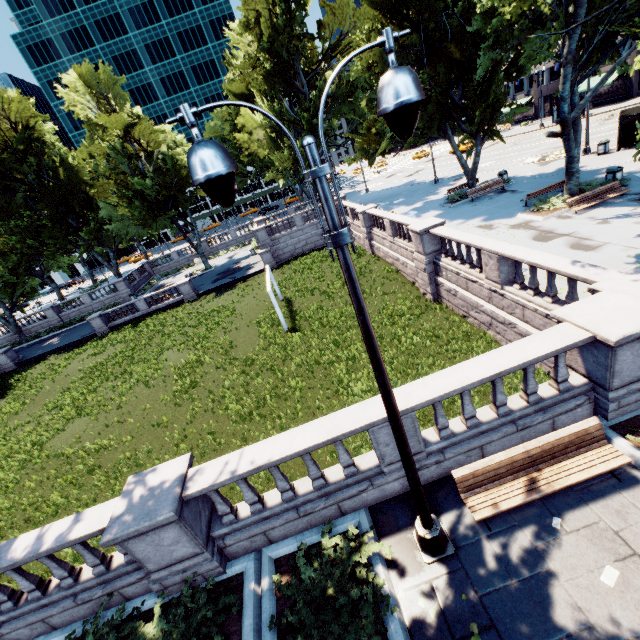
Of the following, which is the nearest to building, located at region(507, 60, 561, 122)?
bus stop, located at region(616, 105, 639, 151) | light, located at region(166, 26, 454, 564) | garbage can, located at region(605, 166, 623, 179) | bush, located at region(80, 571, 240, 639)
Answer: bus stop, located at region(616, 105, 639, 151)

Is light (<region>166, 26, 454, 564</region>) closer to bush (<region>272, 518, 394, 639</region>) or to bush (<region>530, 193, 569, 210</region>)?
bush (<region>272, 518, 394, 639</region>)

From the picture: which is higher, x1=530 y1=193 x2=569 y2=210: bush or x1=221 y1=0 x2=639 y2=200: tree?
x1=221 y1=0 x2=639 y2=200: tree

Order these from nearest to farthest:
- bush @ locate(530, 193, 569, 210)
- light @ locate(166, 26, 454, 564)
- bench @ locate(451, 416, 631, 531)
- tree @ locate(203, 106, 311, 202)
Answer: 1. light @ locate(166, 26, 454, 564)
2. bench @ locate(451, 416, 631, 531)
3. bush @ locate(530, 193, 569, 210)
4. tree @ locate(203, 106, 311, 202)

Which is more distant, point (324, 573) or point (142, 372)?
point (142, 372)

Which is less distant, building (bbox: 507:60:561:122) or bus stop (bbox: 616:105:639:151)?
bus stop (bbox: 616:105:639:151)

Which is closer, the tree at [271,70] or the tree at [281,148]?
the tree at [271,70]

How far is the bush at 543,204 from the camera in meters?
17.2
